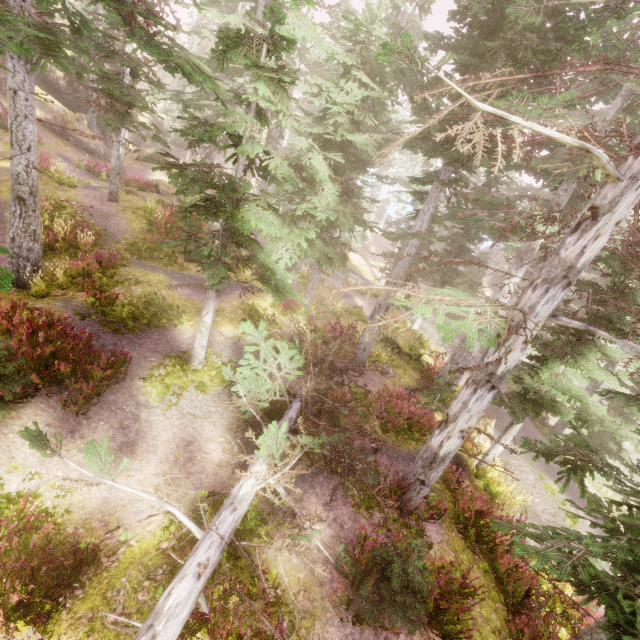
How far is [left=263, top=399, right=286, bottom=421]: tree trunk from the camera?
9.2m

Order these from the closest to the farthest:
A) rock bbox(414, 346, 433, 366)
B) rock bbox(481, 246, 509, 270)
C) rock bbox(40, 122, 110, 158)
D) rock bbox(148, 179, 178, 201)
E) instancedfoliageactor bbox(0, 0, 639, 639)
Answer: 1. instancedfoliageactor bbox(0, 0, 639, 639)
2. rock bbox(414, 346, 433, 366)
3. rock bbox(148, 179, 178, 201)
4. rock bbox(40, 122, 110, 158)
5. rock bbox(481, 246, 509, 270)

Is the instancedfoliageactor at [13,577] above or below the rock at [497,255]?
below

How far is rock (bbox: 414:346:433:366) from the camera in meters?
19.3

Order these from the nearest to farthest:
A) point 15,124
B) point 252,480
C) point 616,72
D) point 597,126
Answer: point 252,480 → point 15,124 → point 616,72 → point 597,126

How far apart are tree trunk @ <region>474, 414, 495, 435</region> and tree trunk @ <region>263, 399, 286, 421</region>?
7.5m

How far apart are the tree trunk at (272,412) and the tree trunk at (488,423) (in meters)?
7.55
